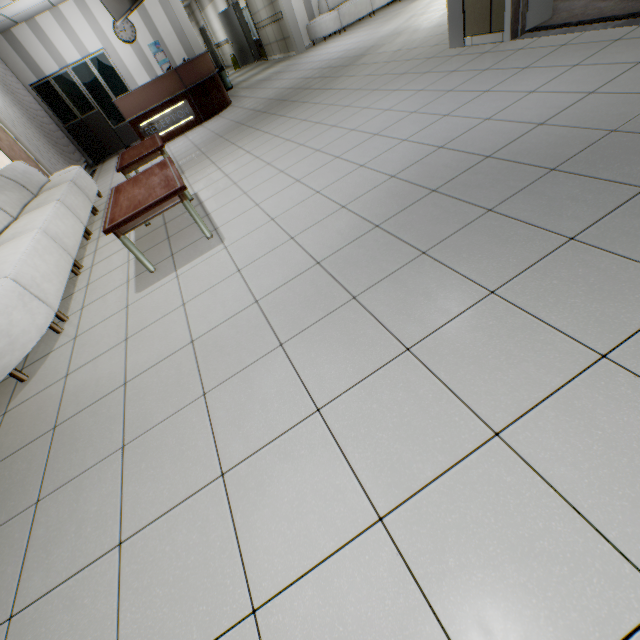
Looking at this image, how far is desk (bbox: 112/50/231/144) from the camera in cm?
741

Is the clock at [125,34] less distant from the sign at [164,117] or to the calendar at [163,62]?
the calendar at [163,62]

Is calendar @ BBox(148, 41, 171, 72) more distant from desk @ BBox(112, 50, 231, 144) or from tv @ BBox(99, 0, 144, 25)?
tv @ BBox(99, 0, 144, 25)

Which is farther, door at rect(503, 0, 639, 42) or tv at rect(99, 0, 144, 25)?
tv at rect(99, 0, 144, 25)

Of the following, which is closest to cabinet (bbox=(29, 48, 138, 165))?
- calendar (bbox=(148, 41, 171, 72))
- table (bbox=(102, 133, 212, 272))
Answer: calendar (bbox=(148, 41, 171, 72))

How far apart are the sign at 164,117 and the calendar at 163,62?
3.4 meters

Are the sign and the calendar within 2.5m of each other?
no

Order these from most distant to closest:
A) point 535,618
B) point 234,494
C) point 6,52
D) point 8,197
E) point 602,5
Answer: point 6,52, point 8,197, point 602,5, point 234,494, point 535,618
